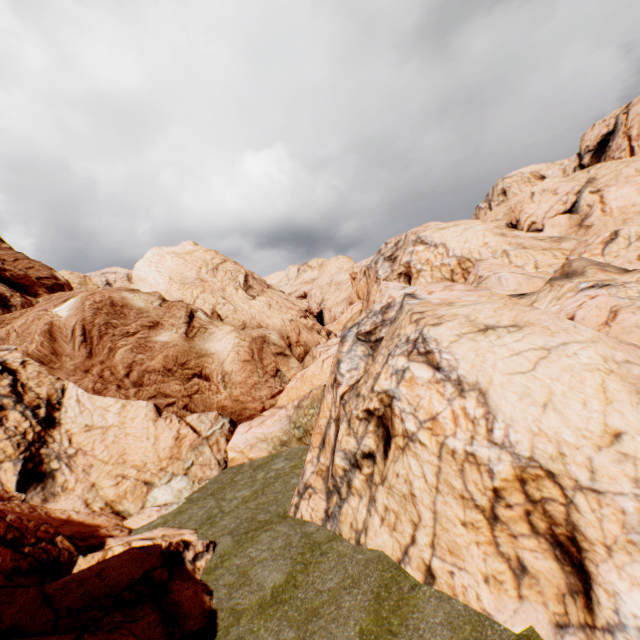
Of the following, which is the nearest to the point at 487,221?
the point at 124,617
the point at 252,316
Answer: the point at 252,316
